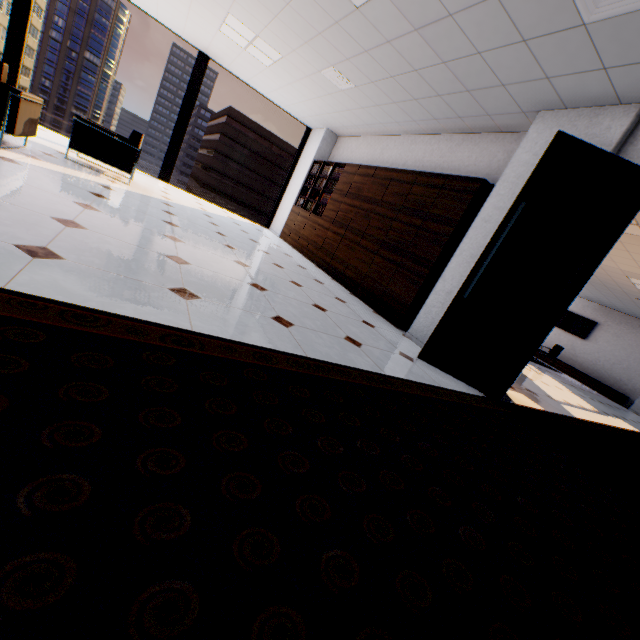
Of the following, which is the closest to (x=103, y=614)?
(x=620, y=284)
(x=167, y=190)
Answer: (x=167, y=190)

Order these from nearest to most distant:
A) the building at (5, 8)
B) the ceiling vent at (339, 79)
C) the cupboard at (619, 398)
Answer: the ceiling vent at (339, 79) → the cupboard at (619, 398) → the building at (5, 8)

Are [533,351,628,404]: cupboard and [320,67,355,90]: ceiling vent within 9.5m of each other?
no

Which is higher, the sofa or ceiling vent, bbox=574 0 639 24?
ceiling vent, bbox=574 0 639 24

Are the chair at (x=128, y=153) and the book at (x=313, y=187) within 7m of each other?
yes

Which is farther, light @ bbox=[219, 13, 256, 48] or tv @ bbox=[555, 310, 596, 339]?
tv @ bbox=[555, 310, 596, 339]

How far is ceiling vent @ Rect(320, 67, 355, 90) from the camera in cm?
511

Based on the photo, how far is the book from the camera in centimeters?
736cm
